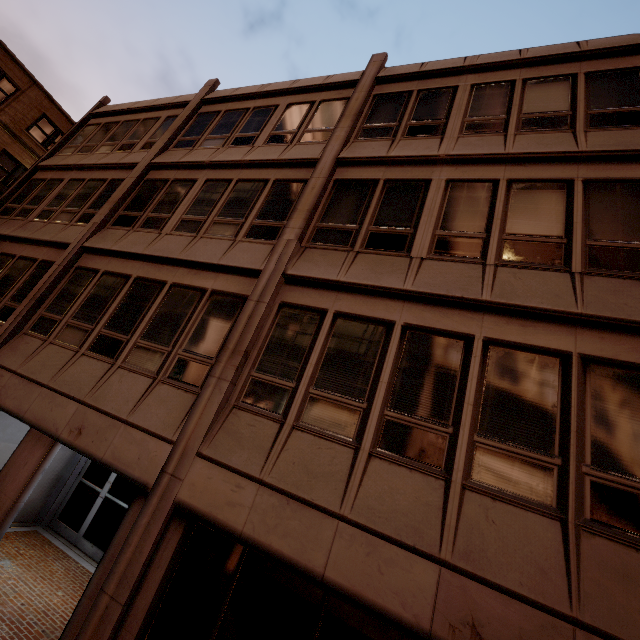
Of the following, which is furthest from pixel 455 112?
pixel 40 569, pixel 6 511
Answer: pixel 40 569
